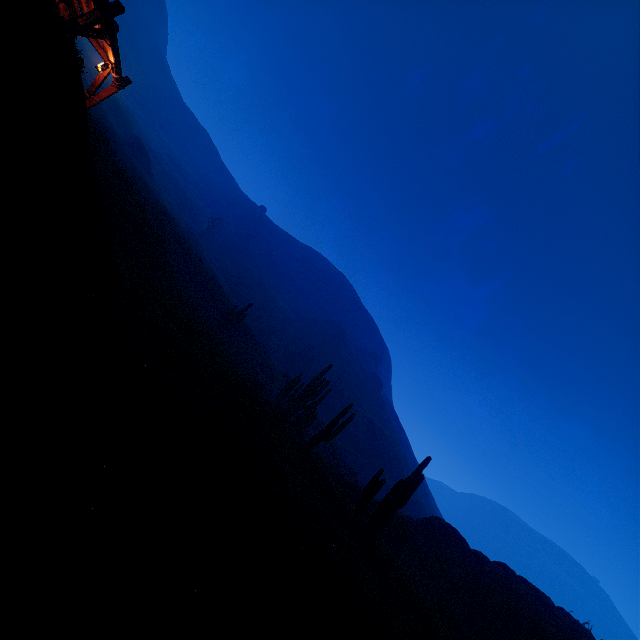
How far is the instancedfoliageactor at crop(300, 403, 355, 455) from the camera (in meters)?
16.16

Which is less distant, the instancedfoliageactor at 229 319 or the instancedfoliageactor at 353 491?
the instancedfoliageactor at 353 491

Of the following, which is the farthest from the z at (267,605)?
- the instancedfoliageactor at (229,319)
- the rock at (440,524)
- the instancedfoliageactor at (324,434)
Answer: the rock at (440,524)

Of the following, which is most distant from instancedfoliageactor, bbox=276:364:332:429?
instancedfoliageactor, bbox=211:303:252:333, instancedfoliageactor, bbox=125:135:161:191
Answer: instancedfoliageactor, bbox=125:135:161:191

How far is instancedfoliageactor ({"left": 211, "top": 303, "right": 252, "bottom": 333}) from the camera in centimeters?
2752cm

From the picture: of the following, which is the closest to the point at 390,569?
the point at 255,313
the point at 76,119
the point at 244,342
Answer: the point at 76,119

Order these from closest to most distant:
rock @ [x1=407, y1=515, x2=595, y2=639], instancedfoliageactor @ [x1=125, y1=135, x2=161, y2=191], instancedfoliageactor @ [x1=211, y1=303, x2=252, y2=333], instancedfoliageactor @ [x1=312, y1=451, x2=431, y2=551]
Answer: instancedfoliageactor @ [x1=312, y1=451, x2=431, y2=551] < rock @ [x1=407, y1=515, x2=595, y2=639] < instancedfoliageactor @ [x1=211, y1=303, x2=252, y2=333] < instancedfoliageactor @ [x1=125, y1=135, x2=161, y2=191]

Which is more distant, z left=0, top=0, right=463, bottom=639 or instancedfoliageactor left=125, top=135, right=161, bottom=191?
instancedfoliageactor left=125, top=135, right=161, bottom=191
